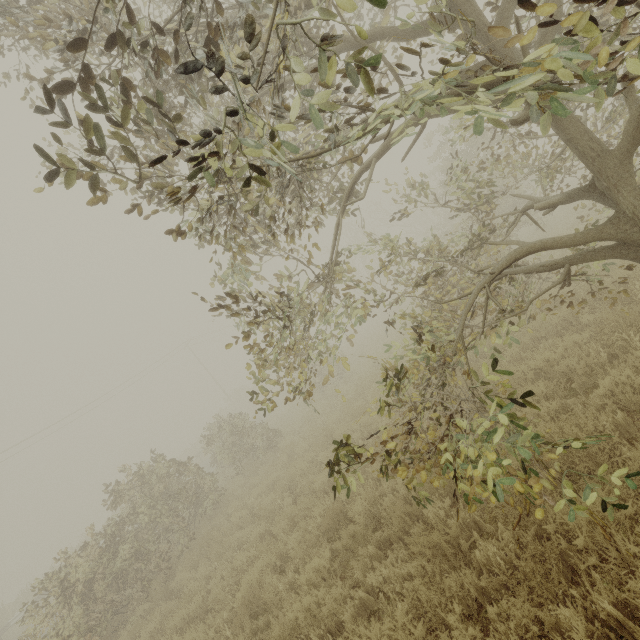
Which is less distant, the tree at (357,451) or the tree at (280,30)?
the tree at (280,30)

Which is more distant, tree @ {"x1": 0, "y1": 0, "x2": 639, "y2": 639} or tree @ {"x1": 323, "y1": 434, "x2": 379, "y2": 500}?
tree @ {"x1": 323, "y1": 434, "x2": 379, "y2": 500}

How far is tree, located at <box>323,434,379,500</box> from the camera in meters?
3.1 m

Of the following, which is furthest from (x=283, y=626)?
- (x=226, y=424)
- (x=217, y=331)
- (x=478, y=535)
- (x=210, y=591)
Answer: (x=217, y=331)

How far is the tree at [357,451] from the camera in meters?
3.1
